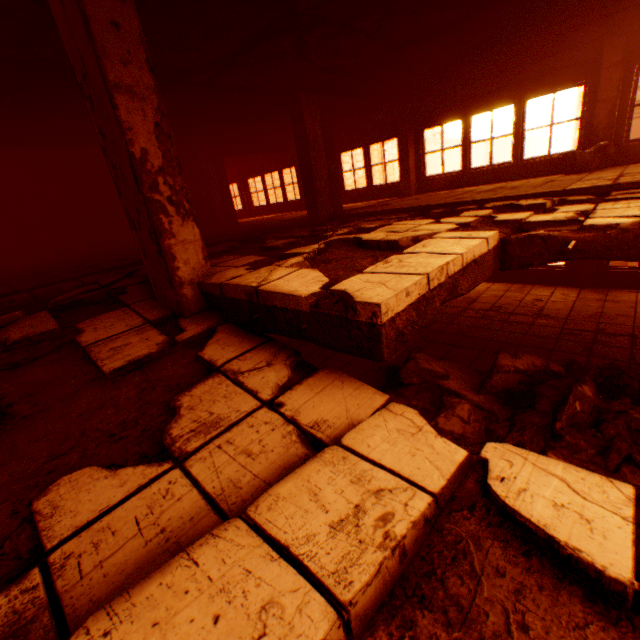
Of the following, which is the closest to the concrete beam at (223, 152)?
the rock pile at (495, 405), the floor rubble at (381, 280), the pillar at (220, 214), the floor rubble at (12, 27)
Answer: the pillar at (220, 214)

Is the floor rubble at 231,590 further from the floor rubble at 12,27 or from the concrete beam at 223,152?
the concrete beam at 223,152

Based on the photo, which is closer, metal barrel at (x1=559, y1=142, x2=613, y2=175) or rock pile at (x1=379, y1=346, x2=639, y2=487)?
rock pile at (x1=379, y1=346, x2=639, y2=487)

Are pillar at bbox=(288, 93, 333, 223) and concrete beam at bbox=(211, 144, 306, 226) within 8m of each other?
yes

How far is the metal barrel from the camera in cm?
729

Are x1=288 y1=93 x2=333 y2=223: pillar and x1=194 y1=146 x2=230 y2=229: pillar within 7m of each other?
yes

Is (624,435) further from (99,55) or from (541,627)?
(99,55)

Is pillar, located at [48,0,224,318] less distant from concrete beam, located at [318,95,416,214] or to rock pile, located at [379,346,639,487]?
rock pile, located at [379,346,639,487]
